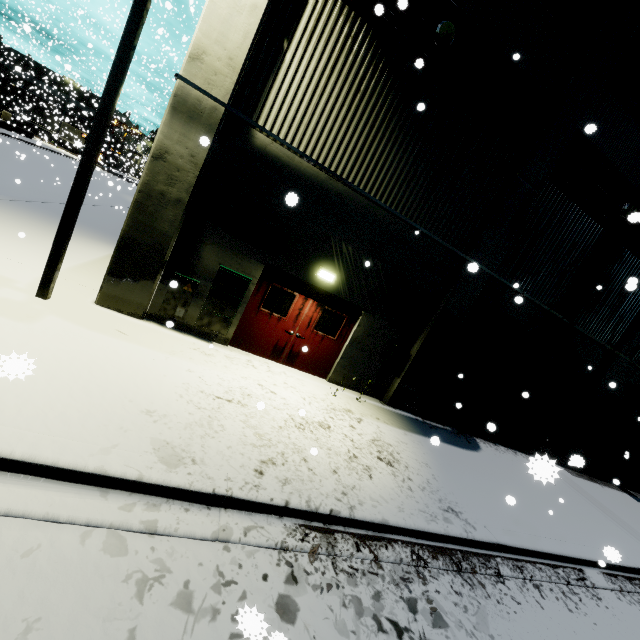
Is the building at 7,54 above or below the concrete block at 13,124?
above

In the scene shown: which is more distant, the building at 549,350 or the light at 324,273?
the building at 549,350

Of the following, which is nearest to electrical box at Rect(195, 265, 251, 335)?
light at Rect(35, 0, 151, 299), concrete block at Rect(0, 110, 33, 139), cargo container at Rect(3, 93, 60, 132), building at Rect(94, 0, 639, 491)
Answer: building at Rect(94, 0, 639, 491)

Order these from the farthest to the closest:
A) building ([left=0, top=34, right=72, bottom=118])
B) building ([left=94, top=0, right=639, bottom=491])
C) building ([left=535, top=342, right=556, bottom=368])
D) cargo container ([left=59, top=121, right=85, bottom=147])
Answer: building ([left=0, top=34, right=72, bottom=118])
cargo container ([left=59, top=121, right=85, bottom=147])
building ([left=535, top=342, right=556, bottom=368])
building ([left=94, top=0, right=639, bottom=491])

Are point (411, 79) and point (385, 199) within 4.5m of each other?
yes

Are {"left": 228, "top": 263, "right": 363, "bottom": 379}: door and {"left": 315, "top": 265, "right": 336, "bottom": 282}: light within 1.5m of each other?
yes

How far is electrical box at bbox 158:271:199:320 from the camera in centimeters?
722cm

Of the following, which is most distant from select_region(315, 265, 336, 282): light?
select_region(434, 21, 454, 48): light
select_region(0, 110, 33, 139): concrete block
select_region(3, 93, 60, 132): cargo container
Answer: select_region(3, 93, 60, 132): cargo container
